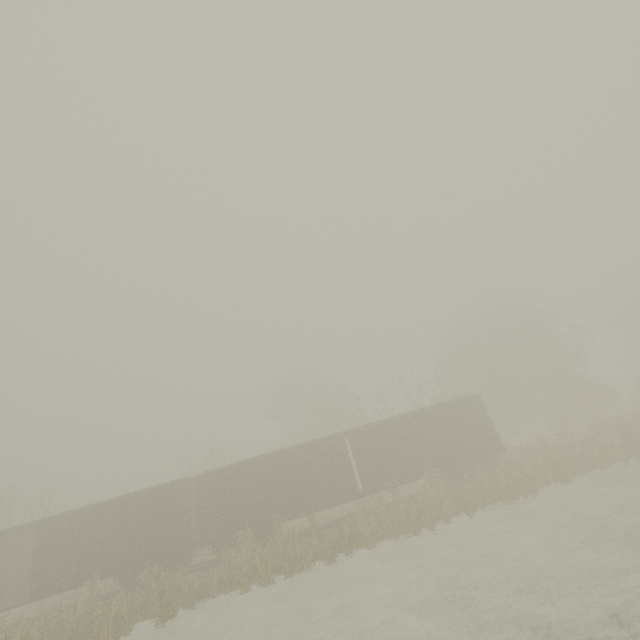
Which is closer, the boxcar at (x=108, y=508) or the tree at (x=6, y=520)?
the boxcar at (x=108, y=508)

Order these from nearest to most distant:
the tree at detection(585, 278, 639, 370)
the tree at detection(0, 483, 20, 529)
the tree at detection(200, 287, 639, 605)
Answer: the tree at detection(200, 287, 639, 605) → the tree at detection(0, 483, 20, 529) → the tree at detection(585, 278, 639, 370)

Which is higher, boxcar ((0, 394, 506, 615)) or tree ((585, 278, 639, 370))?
tree ((585, 278, 639, 370))

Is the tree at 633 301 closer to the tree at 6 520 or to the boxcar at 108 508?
the boxcar at 108 508

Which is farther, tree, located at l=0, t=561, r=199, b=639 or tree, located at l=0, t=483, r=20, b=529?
tree, located at l=0, t=483, r=20, b=529

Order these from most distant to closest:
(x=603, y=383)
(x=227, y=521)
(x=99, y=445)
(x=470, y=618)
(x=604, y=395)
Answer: (x=604, y=395) < (x=99, y=445) < (x=603, y=383) < (x=227, y=521) < (x=470, y=618)

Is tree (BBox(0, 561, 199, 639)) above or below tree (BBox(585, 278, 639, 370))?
below

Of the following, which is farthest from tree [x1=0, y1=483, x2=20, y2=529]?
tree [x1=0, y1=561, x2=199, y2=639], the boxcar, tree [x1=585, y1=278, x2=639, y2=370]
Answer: tree [x1=585, y1=278, x2=639, y2=370]
